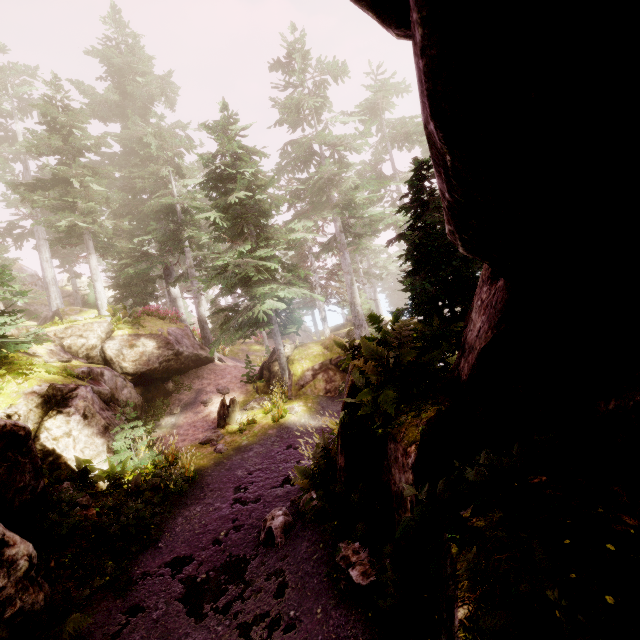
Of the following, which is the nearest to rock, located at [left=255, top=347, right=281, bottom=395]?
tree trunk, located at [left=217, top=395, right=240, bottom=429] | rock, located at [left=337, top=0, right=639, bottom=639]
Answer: tree trunk, located at [left=217, top=395, right=240, bottom=429]

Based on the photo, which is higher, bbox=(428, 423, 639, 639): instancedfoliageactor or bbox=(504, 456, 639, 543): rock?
bbox=(428, 423, 639, 639): instancedfoliageactor

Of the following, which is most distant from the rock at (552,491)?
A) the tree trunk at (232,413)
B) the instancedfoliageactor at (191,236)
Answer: the tree trunk at (232,413)

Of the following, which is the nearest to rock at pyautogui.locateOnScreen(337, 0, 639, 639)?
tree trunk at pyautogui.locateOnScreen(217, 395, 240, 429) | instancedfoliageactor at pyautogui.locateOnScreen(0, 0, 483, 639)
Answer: instancedfoliageactor at pyautogui.locateOnScreen(0, 0, 483, 639)

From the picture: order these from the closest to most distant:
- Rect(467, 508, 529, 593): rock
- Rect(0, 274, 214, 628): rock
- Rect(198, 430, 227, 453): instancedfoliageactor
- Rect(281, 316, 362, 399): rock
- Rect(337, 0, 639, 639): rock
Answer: Rect(337, 0, 639, 639): rock → Rect(467, 508, 529, 593): rock → Rect(0, 274, 214, 628): rock → Rect(198, 430, 227, 453): instancedfoliageactor → Rect(281, 316, 362, 399): rock

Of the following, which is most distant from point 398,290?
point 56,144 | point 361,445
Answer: point 56,144

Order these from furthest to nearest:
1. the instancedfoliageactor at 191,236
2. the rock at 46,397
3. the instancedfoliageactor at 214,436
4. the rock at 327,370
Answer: the rock at 327,370 → the instancedfoliageactor at 214,436 → the instancedfoliageactor at 191,236 → the rock at 46,397

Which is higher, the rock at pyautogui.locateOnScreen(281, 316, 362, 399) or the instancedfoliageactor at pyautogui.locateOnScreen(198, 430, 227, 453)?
the rock at pyautogui.locateOnScreen(281, 316, 362, 399)
